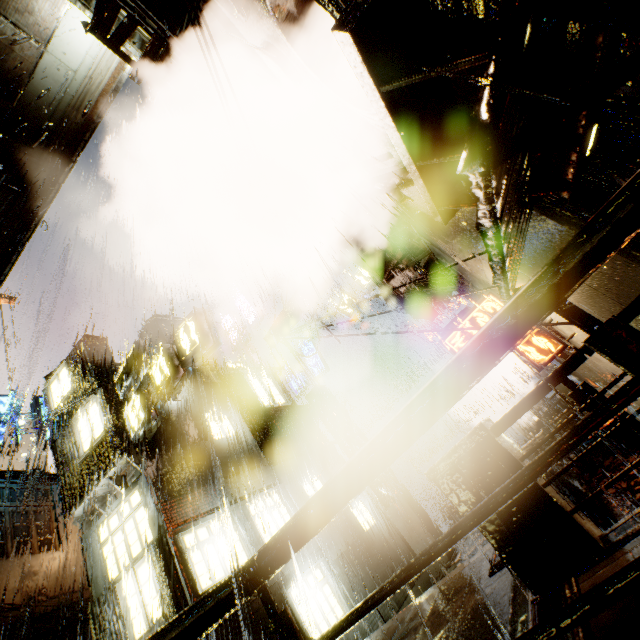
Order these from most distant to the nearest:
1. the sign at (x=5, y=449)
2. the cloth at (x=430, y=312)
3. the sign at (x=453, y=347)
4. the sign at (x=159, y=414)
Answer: the sign at (x=5, y=449) → the cloth at (x=430, y=312) → the sign at (x=159, y=414) → the sign at (x=453, y=347)

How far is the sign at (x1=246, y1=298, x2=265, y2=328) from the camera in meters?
22.6 m

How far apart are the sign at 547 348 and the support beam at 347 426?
9.35m

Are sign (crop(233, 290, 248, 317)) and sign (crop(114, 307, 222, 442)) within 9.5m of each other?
no

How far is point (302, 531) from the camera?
1.7m

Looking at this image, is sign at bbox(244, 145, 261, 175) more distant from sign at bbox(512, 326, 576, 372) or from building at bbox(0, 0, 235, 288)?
sign at bbox(512, 326, 576, 372)

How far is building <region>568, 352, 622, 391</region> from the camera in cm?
757
